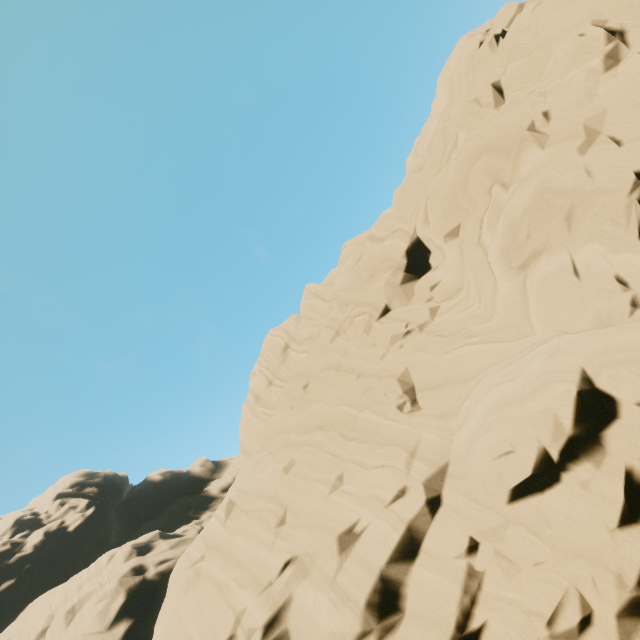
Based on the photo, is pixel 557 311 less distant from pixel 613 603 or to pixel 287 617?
pixel 613 603
